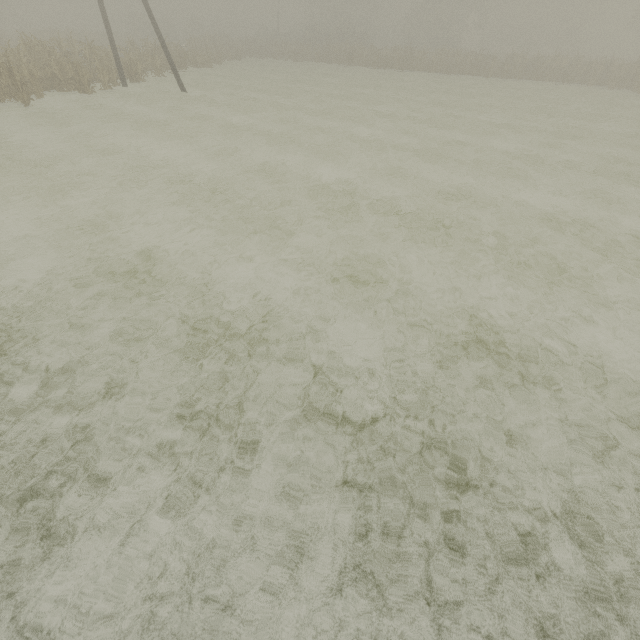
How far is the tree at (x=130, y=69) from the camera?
19.9 meters

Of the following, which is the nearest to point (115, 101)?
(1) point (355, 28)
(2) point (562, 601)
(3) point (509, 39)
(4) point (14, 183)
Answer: (4) point (14, 183)

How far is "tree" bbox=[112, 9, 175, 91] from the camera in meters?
19.9 m

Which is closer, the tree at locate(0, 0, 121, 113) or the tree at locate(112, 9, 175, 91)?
the tree at locate(0, 0, 121, 113)

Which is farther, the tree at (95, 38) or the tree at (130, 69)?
the tree at (130, 69)
